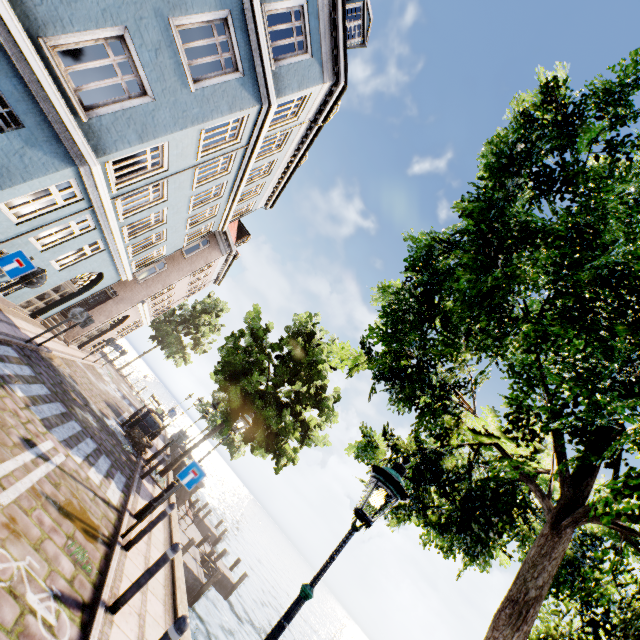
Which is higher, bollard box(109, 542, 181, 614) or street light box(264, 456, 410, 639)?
street light box(264, 456, 410, 639)

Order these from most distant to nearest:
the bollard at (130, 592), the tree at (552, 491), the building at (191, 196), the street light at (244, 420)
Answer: the street light at (244, 420) < the building at (191, 196) < the bollard at (130, 592) < the tree at (552, 491)

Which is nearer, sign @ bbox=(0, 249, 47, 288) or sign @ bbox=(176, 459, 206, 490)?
sign @ bbox=(0, 249, 47, 288)

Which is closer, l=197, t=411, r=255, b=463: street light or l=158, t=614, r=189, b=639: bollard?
l=158, t=614, r=189, b=639: bollard

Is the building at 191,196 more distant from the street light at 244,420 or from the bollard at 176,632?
the bollard at 176,632

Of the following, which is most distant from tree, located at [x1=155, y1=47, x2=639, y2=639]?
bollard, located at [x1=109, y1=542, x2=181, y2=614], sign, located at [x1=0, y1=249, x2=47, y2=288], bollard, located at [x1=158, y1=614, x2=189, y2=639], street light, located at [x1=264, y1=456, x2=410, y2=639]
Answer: sign, located at [x1=0, y1=249, x2=47, y2=288]

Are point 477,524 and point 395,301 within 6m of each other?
yes

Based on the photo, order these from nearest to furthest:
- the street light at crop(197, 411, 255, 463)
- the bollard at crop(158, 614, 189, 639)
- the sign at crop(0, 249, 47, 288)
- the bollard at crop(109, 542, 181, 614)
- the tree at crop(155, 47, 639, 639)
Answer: the tree at crop(155, 47, 639, 639) < the bollard at crop(158, 614, 189, 639) < the bollard at crop(109, 542, 181, 614) < the sign at crop(0, 249, 47, 288) < the street light at crop(197, 411, 255, 463)
